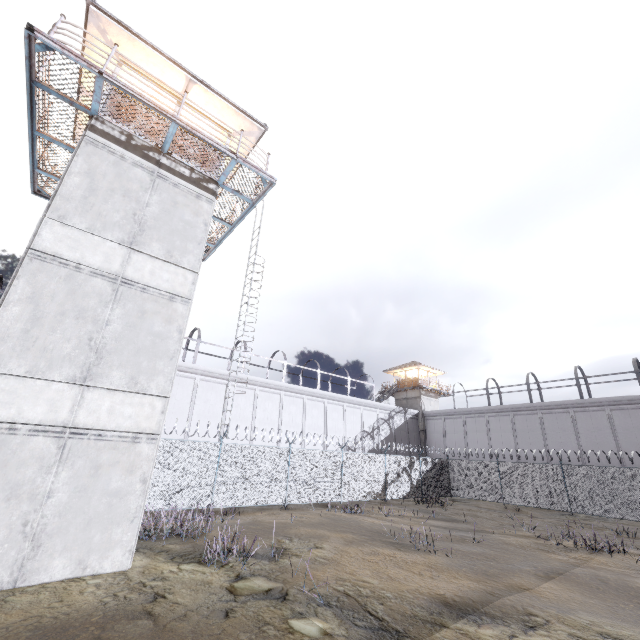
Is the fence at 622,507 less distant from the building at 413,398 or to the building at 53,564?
the building at 53,564

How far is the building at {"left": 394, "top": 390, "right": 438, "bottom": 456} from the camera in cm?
3838

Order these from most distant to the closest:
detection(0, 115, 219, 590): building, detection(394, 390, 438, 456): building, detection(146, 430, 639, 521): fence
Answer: detection(394, 390, 438, 456): building < detection(146, 430, 639, 521): fence < detection(0, 115, 219, 590): building

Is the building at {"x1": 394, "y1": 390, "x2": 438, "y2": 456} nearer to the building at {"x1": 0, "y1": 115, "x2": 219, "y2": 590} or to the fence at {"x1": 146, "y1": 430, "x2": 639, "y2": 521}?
the fence at {"x1": 146, "y1": 430, "x2": 639, "y2": 521}

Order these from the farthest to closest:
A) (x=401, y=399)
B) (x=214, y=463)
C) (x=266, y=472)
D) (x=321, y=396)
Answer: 1. (x=401, y=399)
2. (x=321, y=396)
3. (x=266, y=472)
4. (x=214, y=463)
